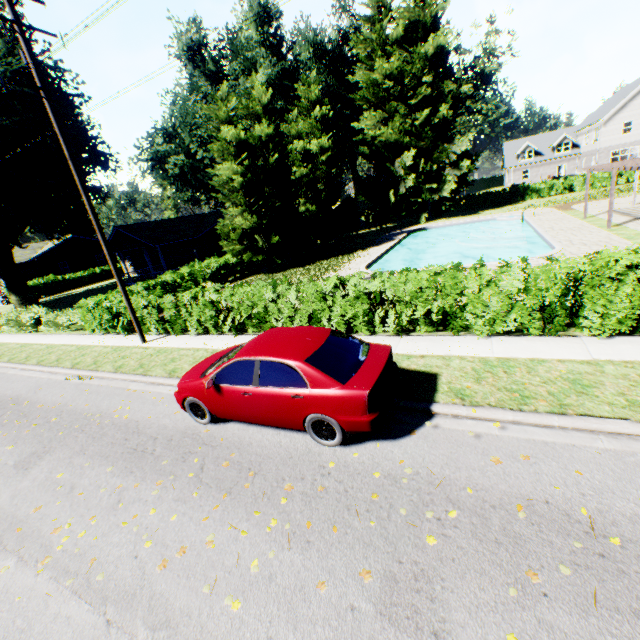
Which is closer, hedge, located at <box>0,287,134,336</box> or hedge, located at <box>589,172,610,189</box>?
hedge, located at <box>0,287,134,336</box>

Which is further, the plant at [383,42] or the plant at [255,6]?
the plant at [383,42]

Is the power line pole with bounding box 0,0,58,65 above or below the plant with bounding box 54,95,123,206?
below

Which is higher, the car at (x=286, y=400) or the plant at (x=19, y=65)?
the plant at (x=19, y=65)

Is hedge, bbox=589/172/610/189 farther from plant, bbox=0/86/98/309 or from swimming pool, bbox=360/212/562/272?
swimming pool, bbox=360/212/562/272

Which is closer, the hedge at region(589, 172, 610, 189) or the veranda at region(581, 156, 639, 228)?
the veranda at region(581, 156, 639, 228)

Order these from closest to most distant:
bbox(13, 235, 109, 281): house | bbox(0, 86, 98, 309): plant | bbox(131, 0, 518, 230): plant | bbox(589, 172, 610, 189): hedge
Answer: bbox(0, 86, 98, 309): plant → bbox(131, 0, 518, 230): plant → bbox(589, 172, 610, 189): hedge → bbox(13, 235, 109, 281): house

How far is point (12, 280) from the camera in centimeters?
2889cm
